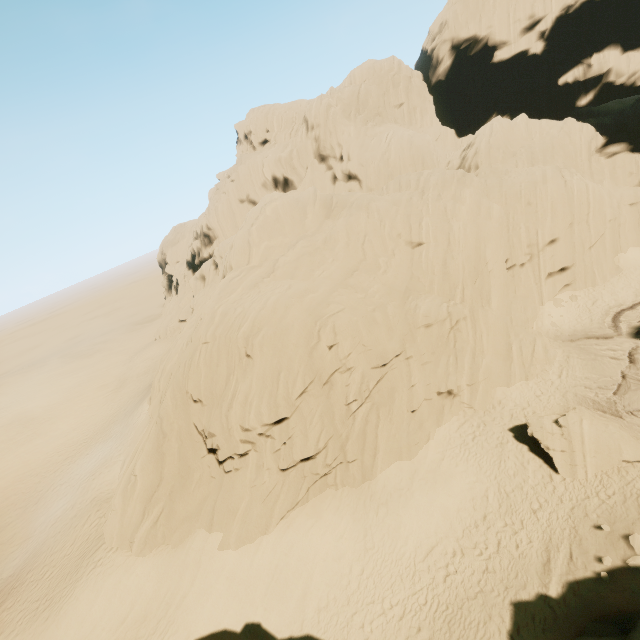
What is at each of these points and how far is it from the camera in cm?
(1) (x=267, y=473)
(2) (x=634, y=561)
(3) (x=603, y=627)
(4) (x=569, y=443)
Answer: (1) rock, 1648
(2) rock, 1163
(3) rock, 1000
(4) rock, 1591

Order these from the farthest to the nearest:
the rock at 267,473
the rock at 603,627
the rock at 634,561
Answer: the rock at 267,473 < the rock at 634,561 < the rock at 603,627

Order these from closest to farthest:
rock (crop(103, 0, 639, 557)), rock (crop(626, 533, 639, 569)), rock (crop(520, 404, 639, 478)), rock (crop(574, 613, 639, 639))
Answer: rock (crop(574, 613, 639, 639)), rock (crop(626, 533, 639, 569)), rock (crop(520, 404, 639, 478)), rock (crop(103, 0, 639, 557))

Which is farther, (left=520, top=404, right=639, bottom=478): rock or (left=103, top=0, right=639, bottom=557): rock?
(left=103, top=0, right=639, bottom=557): rock

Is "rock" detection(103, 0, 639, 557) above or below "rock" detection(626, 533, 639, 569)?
above

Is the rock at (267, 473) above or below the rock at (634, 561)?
above
